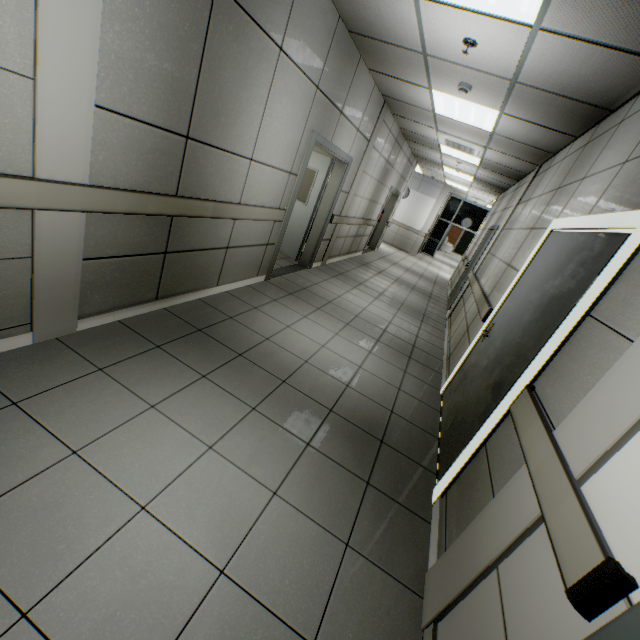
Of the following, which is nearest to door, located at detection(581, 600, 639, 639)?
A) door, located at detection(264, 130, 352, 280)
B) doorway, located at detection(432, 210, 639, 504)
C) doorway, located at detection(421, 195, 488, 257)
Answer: doorway, located at detection(432, 210, 639, 504)

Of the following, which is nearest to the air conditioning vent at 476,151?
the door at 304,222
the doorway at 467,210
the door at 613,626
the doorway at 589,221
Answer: the door at 304,222

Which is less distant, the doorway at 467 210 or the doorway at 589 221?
the doorway at 589 221

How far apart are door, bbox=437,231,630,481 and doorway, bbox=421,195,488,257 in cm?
1551

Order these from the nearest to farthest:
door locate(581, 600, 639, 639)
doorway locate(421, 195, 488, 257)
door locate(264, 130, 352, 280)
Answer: door locate(581, 600, 639, 639)
door locate(264, 130, 352, 280)
doorway locate(421, 195, 488, 257)

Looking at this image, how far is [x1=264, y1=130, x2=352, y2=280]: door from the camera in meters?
4.6 m

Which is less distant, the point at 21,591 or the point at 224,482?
the point at 21,591

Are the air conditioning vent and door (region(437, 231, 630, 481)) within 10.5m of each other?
yes
